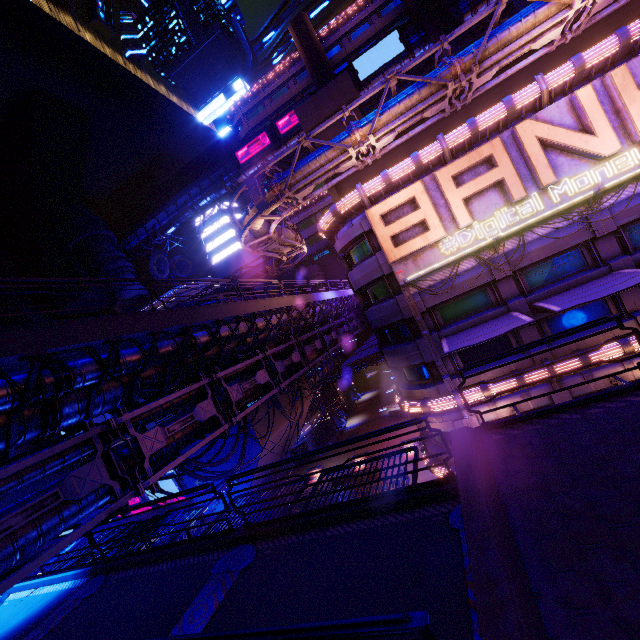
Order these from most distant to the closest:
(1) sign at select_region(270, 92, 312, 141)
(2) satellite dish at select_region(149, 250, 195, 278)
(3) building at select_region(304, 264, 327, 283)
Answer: (2) satellite dish at select_region(149, 250, 195, 278) → (3) building at select_region(304, 264, 327, 283) → (1) sign at select_region(270, 92, 312, 141)

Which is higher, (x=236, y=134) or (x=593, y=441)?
(x=236, y=134)

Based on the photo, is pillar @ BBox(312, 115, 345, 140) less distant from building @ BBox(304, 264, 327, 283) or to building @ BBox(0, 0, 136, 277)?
building @ BBox(304, 264, 327, 283)

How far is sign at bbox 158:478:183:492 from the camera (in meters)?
23.25

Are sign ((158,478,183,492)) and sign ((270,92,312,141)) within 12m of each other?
no

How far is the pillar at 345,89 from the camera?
21.0m

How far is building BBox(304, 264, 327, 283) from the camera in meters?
47.4

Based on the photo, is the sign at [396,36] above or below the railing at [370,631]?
above
